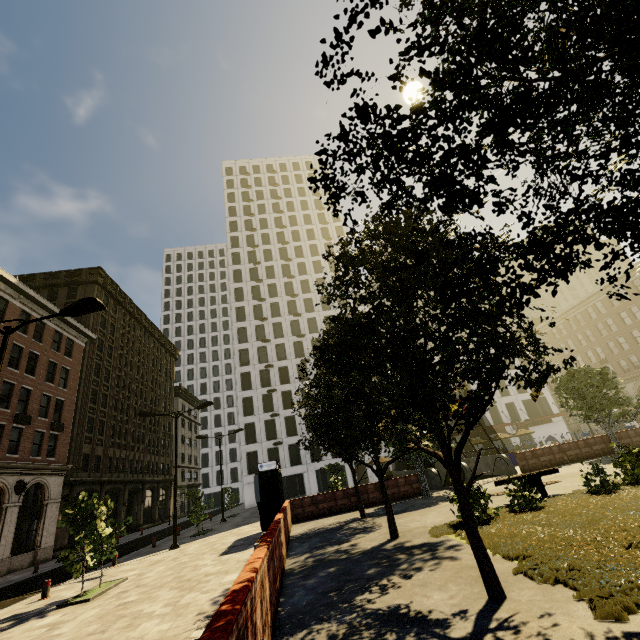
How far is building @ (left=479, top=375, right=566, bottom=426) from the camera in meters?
49.8 m

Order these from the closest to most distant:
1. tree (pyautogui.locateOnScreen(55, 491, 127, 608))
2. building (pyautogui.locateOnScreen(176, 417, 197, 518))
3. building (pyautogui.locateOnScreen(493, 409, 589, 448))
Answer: tree (pyautogui.locateOnScreen(55, 491, 127, 608))
building (pyautogui.locateOnScreen(493, 409, 589, 448))
building (pyautogui.locateOnScreen(176, 417, 197, 518))

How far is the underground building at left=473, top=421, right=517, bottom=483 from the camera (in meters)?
21.48

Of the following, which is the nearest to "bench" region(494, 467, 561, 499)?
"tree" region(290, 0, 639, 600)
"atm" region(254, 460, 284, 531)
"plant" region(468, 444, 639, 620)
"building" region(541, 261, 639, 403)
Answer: "plant" region(468, 444, 639, 620)

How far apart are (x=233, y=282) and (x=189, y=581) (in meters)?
51.93

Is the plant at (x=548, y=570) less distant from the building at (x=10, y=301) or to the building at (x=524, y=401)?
the building at (x=10, y=301)

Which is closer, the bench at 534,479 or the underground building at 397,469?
the bench at 534,479
